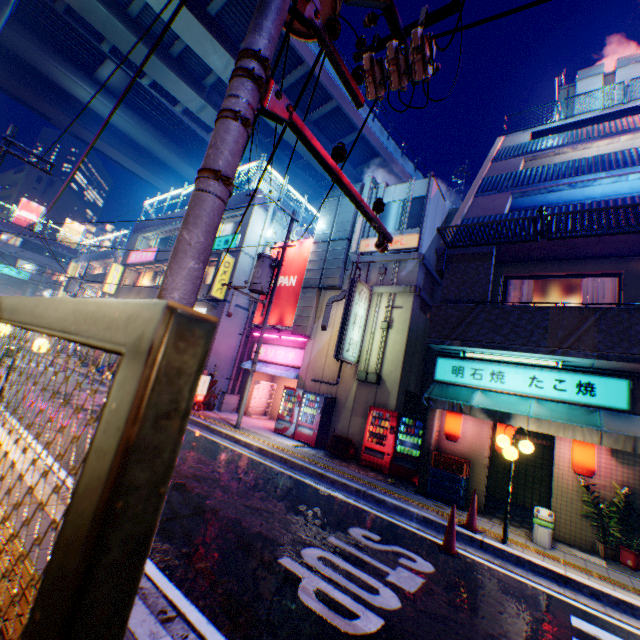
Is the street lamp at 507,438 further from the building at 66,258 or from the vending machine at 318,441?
the building at 66,258

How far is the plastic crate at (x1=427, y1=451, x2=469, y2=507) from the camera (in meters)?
8.70

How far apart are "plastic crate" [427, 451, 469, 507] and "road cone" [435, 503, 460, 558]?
2.5m

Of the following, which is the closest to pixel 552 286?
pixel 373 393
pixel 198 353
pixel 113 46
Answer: pixel 373 393

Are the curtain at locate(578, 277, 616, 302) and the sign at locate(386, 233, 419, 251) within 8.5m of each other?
yes

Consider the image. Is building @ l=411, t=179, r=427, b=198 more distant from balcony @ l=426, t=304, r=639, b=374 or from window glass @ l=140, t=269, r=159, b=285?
window glass @ l=140, t=269, r=159, b=285

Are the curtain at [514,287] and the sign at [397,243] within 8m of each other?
yes

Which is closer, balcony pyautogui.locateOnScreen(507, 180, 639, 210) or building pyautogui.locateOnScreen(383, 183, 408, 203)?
balcony pyautogui.locateOnScreen(507, 180, 639, 210)
